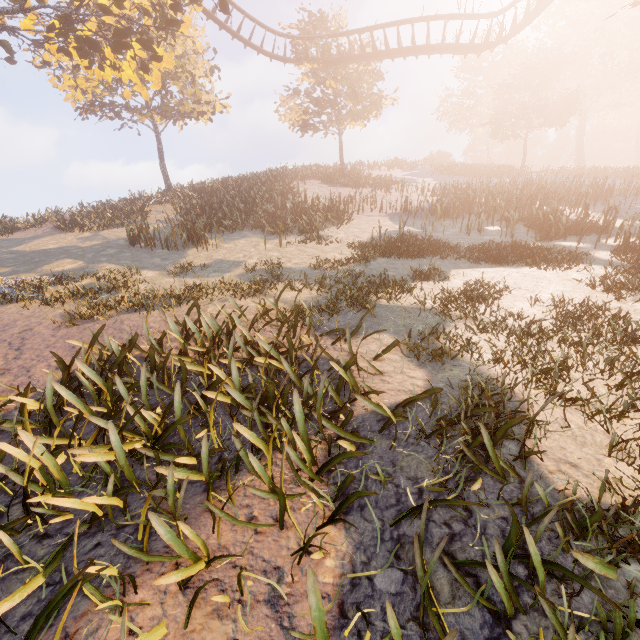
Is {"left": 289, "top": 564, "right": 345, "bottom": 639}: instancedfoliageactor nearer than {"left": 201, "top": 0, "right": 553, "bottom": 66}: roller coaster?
Yes

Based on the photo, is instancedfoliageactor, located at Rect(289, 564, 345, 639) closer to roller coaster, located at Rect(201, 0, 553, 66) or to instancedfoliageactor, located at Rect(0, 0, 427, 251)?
instancedfoliageactor, located at Rect(0, 0, 427, 251)

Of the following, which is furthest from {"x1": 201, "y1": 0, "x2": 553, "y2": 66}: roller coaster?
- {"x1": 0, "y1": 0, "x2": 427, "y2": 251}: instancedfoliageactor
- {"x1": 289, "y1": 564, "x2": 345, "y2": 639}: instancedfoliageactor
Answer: {"x1": 289, "y1": 564, "x2": 345, "y2": 639}: instancedfoliageactor

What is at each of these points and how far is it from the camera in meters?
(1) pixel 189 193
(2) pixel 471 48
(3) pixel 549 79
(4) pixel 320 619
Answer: (1) instancedfoliageactor, 22.7 m
(2) roller coaster, 19.4 m
(3) instancedfoliageactor, 33.8 m
(4) instancedfoliageactor, 1.7 m

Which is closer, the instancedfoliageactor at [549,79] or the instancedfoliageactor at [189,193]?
the instancedfoliageactor at [549,79]

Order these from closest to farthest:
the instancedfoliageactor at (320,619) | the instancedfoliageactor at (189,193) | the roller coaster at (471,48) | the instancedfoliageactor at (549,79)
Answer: the instancedfoliageactor at (320,619), the instancedfoliageactor at (549,79), the instancedfoliageactor at (189,193), the roller coaster at (471,48)
